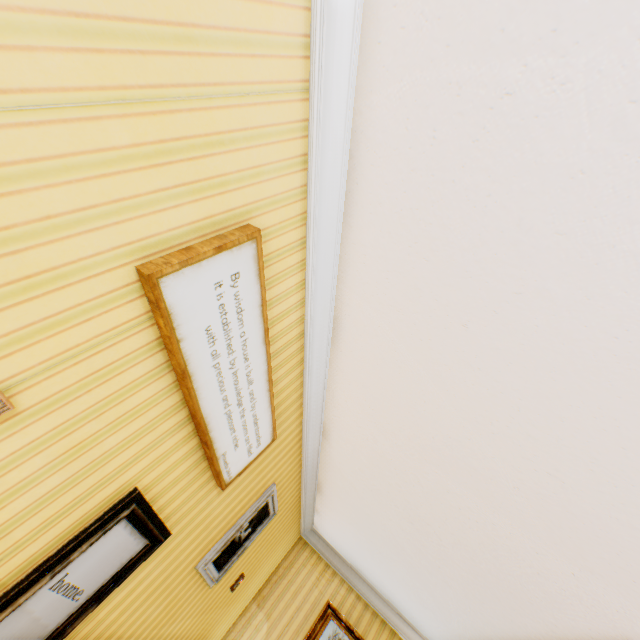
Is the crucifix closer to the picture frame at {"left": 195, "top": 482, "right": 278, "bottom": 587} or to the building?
the building

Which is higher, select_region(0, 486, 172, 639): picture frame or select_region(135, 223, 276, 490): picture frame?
select_region(135, 223, 276, 490): picture frame

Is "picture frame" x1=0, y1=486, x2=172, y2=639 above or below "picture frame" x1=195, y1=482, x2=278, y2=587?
below

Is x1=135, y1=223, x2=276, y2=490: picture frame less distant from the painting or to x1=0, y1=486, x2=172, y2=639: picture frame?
x1=0, y1=486, x2=172, y2=639: picture frame

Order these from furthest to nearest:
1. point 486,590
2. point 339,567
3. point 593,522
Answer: point 339,567
point 486,590
point 593,522

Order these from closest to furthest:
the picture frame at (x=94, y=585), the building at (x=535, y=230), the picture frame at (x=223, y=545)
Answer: the building at (x=535, y=230)
the picture frame at (x=94, y=585)
the picture frame at (x=223, y=545)

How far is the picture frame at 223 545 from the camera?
3.1m

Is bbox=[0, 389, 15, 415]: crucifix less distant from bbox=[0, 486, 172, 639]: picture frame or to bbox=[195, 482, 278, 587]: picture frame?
bbox=[0, 486, 172, 639]: picture frame
